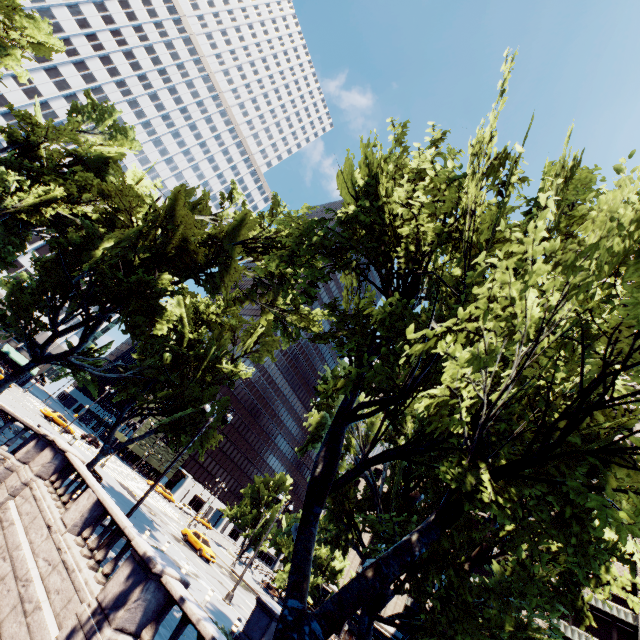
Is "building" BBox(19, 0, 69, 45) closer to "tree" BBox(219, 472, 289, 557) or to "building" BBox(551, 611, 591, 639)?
"tree" BBox(219, 472, 289, 557)

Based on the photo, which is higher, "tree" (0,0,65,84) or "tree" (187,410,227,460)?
"tree" (0,0,65,84)

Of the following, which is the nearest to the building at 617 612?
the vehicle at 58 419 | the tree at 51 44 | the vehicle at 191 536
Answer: the tree at 51 44

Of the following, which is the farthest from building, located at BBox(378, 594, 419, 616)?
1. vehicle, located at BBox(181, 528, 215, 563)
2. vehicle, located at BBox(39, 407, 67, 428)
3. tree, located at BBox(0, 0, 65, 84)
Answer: vehicle, located at BBox(39, 407, 67, 428)

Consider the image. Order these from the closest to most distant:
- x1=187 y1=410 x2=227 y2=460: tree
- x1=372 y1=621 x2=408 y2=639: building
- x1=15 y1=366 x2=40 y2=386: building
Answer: x1=187 y1=410 x2=227 y2=460: tree
x1=372 y1=621 x2=408 y2=639: building
x1=15 y1=366 x2=40 y2=386: building

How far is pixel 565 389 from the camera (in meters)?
10.56

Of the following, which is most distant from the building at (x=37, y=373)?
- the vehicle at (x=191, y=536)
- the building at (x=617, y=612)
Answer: the building at (x=617, y=612)

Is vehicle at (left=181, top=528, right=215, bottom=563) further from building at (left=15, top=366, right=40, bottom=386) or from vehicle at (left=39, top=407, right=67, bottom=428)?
building at (left=15, top=366, right=40, bottom=386)
